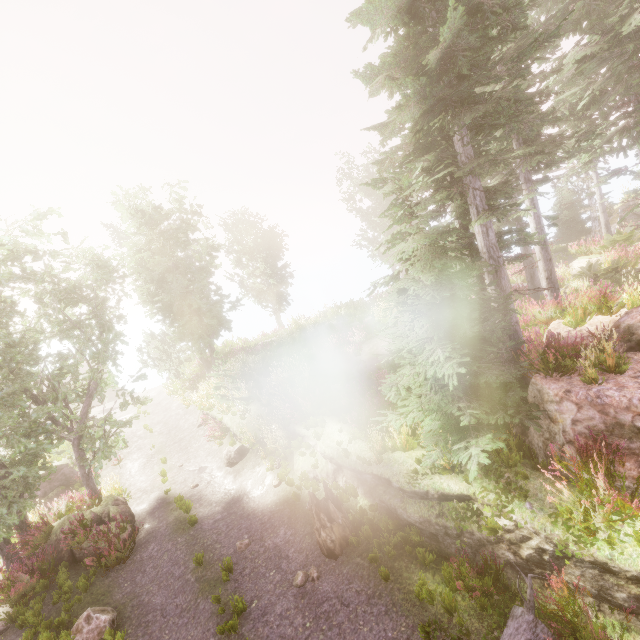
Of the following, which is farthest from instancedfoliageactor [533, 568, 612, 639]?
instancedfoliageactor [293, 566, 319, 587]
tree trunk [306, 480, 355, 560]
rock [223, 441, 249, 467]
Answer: rock [223, 441, 249, 467]

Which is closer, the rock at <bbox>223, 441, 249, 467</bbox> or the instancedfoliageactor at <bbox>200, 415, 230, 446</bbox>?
the rock at <bbox>223, 441, 249, 467</bbox>

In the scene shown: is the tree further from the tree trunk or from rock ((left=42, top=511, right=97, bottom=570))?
rock ((left=42, top=511, right=97, bottom=570))

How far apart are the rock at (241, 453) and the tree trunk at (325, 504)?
5.5m

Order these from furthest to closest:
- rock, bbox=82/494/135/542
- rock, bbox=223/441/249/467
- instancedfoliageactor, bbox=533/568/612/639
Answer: rock, bbox=223/441/249/467, rock, bbox=82/494/135/542, instancedfoliageactor, bbox=533/568/612/639

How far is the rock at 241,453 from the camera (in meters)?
13.53

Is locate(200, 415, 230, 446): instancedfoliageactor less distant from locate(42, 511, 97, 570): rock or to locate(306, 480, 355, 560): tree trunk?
locate(42, 511, 97, 570): rock

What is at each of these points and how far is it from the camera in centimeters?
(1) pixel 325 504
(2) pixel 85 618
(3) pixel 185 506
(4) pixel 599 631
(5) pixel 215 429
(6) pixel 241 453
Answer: (1) tree trunk, 810cm
(2) instancedfoliageactor, 824cm
(3) instancedfoliageactor, 1187cm
(4) instancedfoliageactor, 441cm
(5) instancedfoliageactor, 1608cm
(6) rock, 1354cm
